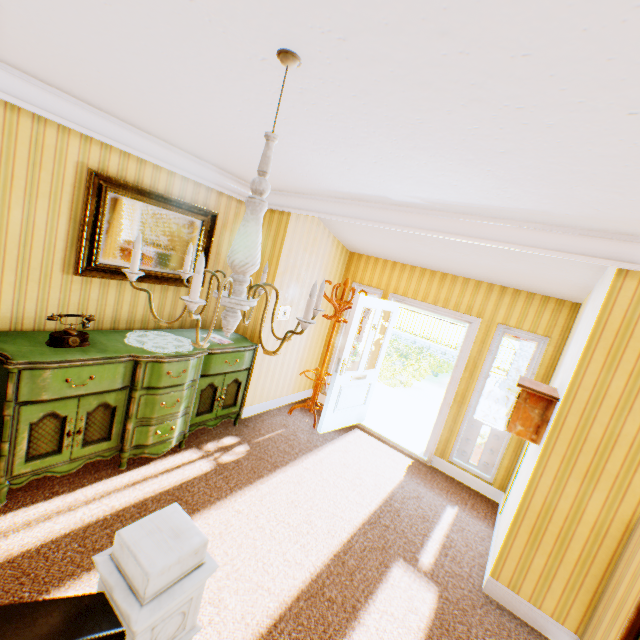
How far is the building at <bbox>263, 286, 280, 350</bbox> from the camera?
4.41m

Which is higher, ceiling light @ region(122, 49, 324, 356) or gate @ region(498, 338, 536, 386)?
ceiling light @ region(122, 49, 324, 356)

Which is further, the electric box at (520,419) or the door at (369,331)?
the door at (369,331)

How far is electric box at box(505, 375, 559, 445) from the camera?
2.8m

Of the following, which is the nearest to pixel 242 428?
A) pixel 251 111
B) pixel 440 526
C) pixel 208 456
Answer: pixel 208 456

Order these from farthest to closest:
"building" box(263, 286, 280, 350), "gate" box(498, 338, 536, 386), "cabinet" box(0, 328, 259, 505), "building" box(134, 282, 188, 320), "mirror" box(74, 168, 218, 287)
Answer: "gate" box(498, 338, 536, 386) → "building" box(263, 286, 280, 350) → "building" box(134, 282, 188, 320) → "mirror" box(74, 168, 218, 287) → "cabinet" box(0, 328, 259, 505)

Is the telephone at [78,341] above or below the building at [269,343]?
above

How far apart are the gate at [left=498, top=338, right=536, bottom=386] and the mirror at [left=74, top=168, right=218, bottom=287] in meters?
14.9
